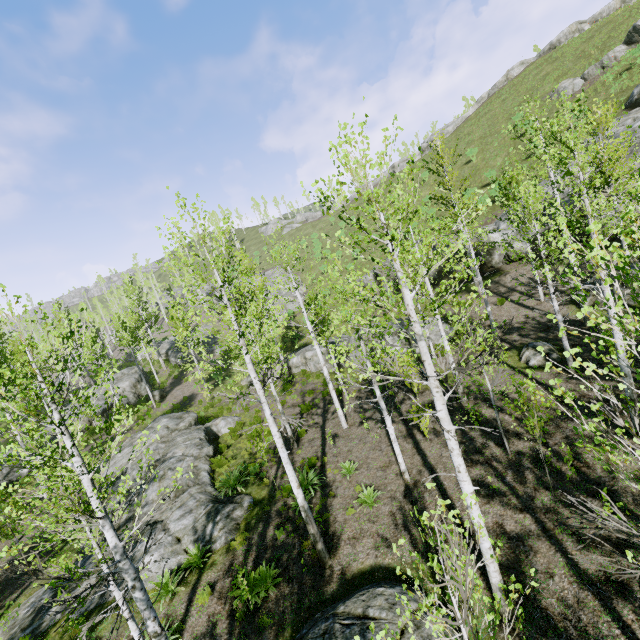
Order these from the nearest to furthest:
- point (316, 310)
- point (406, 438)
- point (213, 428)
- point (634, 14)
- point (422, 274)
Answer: point (422, 274)
point (406, 438)
point (316, 310)
point (213, 428)
point (634, 14)

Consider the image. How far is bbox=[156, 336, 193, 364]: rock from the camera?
40.2m

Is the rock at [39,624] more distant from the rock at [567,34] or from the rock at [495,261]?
the rock at [567,34]

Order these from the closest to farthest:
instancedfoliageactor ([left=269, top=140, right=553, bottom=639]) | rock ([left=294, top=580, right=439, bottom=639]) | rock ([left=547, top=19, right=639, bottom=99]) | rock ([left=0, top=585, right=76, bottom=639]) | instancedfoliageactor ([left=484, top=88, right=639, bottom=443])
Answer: instancedfoliageactor ([left=484, top=88, right=639, bottom=443]), instancedfoliageactor ([left=269, top=140, right=553, bottom=639]), rock ([left=294, top=580, right=439, bottom=639]), rock ([left=0, top=585, right=76, bottom=639]), rock ([left=547, top=19, right=639, bottom=99])

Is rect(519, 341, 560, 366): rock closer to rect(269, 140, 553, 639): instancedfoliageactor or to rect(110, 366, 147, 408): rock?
rect(269, 140, 553, 639): instancedfoliageactor

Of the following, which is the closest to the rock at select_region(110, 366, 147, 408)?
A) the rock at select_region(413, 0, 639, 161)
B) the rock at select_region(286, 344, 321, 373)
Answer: the rock at select_region(286, 344, 321, 373)

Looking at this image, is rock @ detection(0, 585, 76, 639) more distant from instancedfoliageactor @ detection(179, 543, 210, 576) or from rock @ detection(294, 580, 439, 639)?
rock @ detection(294, 580, 439, 639)

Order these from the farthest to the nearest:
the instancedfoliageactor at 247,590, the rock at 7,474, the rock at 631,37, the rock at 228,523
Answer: the rock at 631,37 → the rock at 7,474 → the rock at 228,523 → the instancedfoliageactor at 247,590
